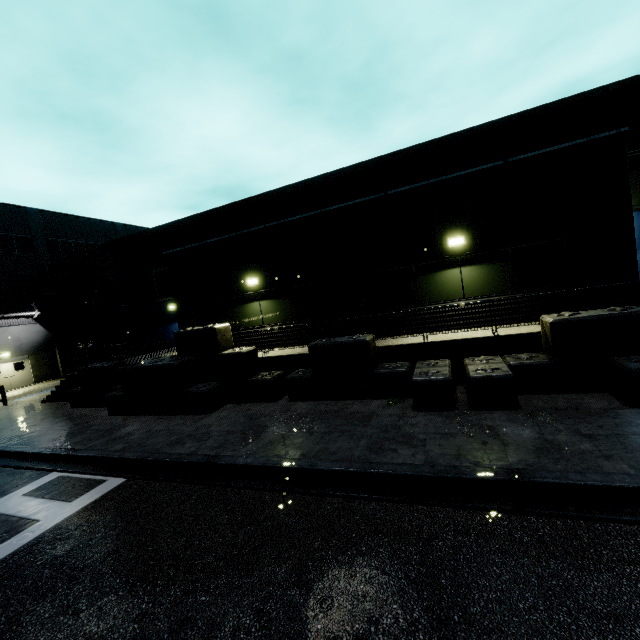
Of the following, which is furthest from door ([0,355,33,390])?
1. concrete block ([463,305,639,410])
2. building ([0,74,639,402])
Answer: concrete block ([463,305,639,410])

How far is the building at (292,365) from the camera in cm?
1143

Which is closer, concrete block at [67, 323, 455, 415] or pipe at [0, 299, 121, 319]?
concrete block at [67, 323, 455, 415]

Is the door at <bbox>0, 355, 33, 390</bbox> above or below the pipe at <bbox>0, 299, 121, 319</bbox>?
below

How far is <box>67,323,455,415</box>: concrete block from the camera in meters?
9.2

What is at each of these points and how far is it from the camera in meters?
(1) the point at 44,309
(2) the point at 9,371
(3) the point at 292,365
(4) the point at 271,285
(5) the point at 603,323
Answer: (1) pipe, 26.7
(2) door, 25.4
(3) building, 11.6
(4) building, 13.4
(5) concrete block, 7.4

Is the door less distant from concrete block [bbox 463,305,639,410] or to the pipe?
the pipe

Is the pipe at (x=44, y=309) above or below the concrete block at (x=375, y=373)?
above
